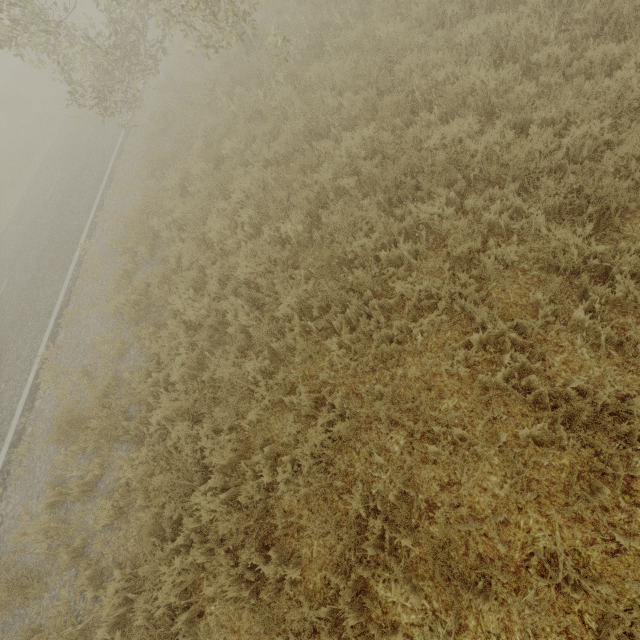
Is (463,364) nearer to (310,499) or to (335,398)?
(335,398)
